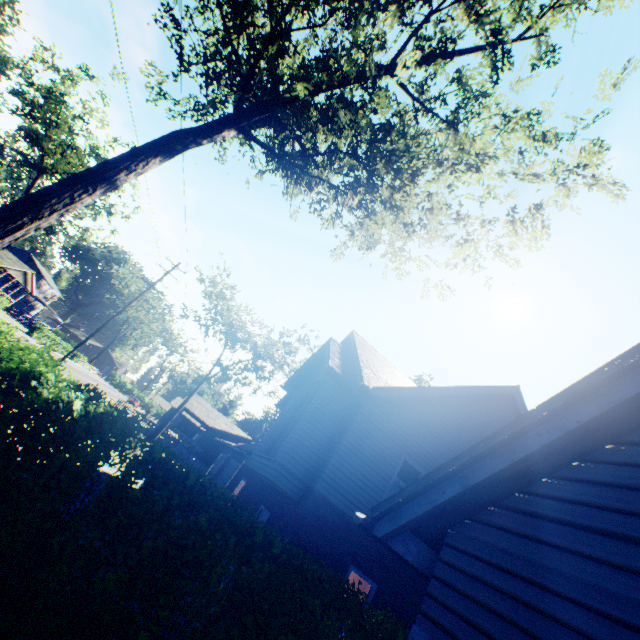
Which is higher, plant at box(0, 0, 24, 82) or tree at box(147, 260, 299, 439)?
plant at box(0, 0, 24, 82)

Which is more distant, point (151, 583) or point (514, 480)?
point (151, 583)

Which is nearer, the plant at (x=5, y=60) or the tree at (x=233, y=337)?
the tree at (x=233, y=337)

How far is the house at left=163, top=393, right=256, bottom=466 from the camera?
36.69m

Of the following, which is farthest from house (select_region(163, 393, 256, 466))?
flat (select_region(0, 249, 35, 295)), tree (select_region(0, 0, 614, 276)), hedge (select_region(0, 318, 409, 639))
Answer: flat (select_region(0, 249, 35, 295))

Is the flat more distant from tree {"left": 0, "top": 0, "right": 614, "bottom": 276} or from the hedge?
the hedge

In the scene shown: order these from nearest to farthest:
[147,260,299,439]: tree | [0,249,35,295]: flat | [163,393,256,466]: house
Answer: [147,260,299,439]: tree, [163,393,256,466]: house, [0,249,35,295]: flat

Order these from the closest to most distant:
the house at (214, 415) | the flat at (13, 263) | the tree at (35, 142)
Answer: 1. the tree at (35, 142)
2. the house at (214, 415)
3. the flat at (13, 263)
